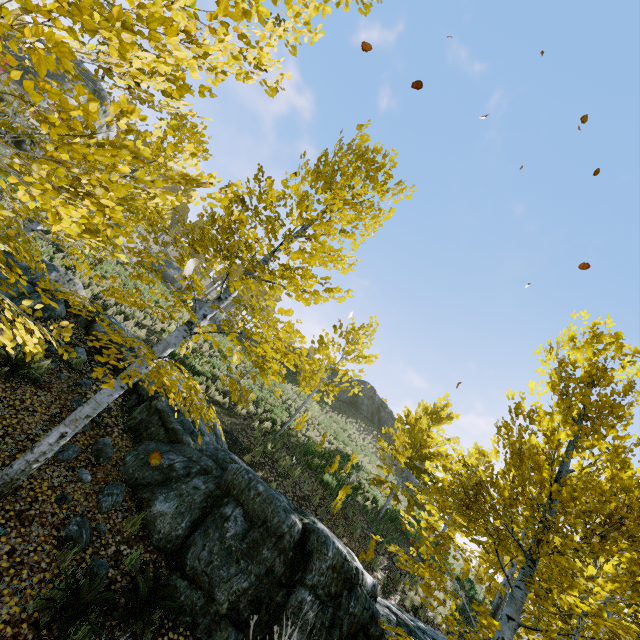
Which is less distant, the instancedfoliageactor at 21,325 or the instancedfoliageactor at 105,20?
the instancedfoliageactor at 105,20

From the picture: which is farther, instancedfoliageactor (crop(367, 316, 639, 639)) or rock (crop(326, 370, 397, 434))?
rock (crop(326, 370, 397, 434))

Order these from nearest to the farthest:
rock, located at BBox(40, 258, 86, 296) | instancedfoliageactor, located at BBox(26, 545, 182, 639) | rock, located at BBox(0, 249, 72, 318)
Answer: instancedfoliageactor, located at BBox(26, 545, 182, 639)
rock, located at BBox(0, 249, 72, 318)
rock, located at BBox(40, 258, 86, 296)

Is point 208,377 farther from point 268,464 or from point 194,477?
point 194,477

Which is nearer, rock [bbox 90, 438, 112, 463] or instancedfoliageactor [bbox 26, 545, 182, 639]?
instancedfoliageactor [bbox 26, 545, 182, 639]

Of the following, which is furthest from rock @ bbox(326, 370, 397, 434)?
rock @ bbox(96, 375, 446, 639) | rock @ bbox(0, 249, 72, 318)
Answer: rock @ bbox(96, 375, 446, 639)

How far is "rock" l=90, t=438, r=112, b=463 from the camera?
6.12m

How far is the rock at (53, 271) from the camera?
9.3 meters
